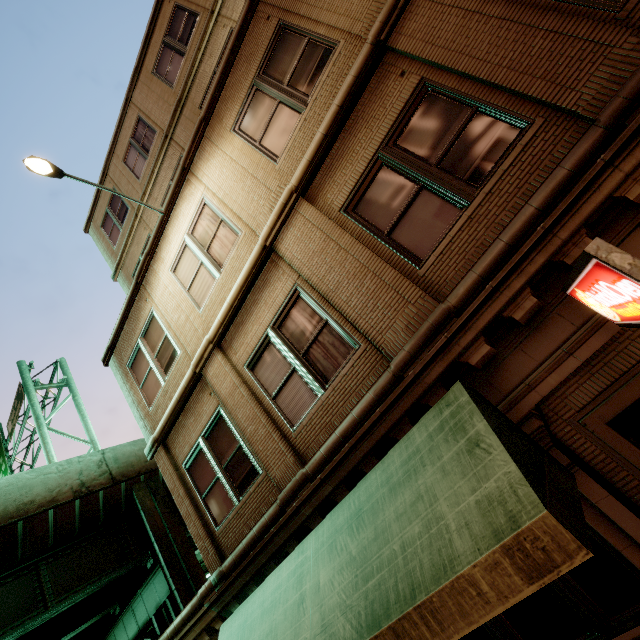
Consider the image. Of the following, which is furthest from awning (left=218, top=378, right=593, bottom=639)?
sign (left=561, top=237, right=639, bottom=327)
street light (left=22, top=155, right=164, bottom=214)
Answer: street light (left=22, top=155, right=164, bottom=214)

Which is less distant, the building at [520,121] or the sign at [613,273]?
the sign at [613,273]

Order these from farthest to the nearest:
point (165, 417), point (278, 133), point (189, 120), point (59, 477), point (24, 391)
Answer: point (24, 391), point (59, 477), point (189, 120), point (165, 417), point (278, 133)

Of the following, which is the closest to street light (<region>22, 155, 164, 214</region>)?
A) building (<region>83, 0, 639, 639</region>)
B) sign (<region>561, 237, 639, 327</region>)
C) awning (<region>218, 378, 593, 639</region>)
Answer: building (<region>83, 0, 639, 639</region>)

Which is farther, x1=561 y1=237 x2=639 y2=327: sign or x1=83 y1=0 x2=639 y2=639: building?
x1=83 y1=0 x2=639 y2=639: building

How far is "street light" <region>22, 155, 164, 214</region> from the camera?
6.4m

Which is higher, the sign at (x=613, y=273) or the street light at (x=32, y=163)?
the street light at (x=32, y=163)

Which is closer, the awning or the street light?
the awning
